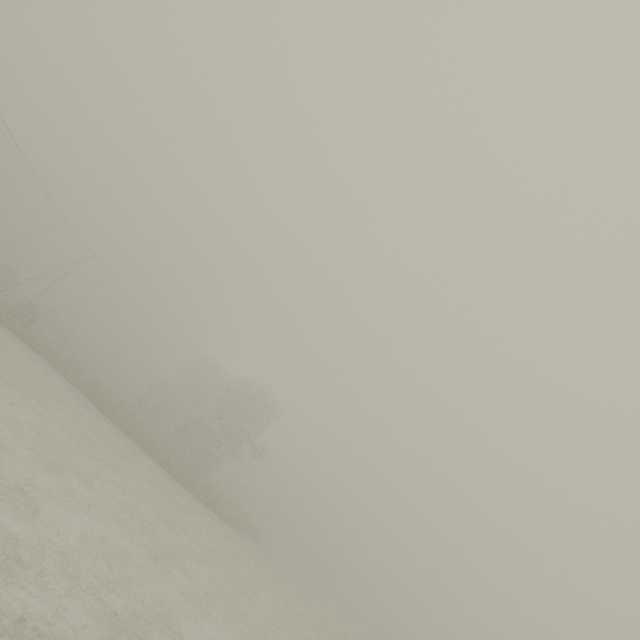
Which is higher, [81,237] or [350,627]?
[81,237]
